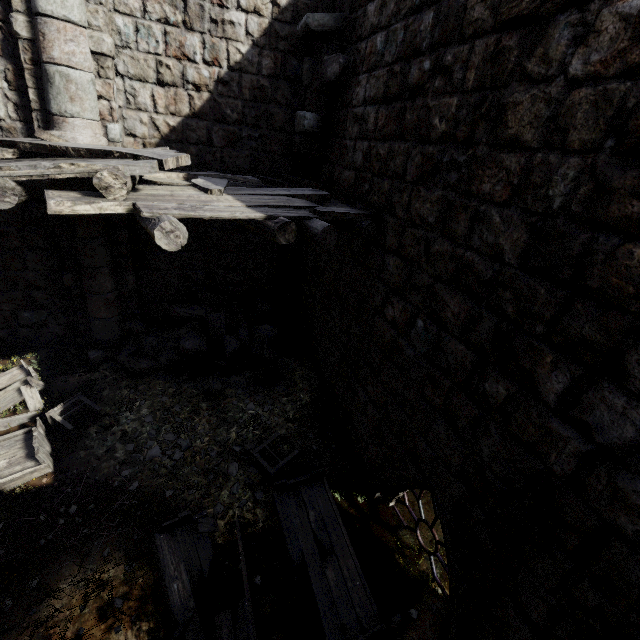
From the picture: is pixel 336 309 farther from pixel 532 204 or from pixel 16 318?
pixel 16 318

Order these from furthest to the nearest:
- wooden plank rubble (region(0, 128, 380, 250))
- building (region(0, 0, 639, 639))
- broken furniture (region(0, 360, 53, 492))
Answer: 1. broken furniture (region(0, 360, 53, 492))
2. wooden plank rubble (region(0, 128, 380, 250))
3. building (region(0, 0, 639, 639))

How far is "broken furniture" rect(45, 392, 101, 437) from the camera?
5.6m

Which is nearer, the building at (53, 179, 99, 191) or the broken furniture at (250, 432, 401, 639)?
the broken furniture at (250, 432, 401, 639)

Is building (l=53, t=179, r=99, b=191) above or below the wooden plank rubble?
below

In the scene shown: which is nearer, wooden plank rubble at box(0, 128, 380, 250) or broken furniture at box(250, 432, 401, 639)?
wooden plank rubble at box(0, 128, 380, 250)

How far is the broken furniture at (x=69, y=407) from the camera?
5.6m

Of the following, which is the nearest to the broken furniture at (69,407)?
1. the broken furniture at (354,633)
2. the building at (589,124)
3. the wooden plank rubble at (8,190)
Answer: the building at (589,124)
